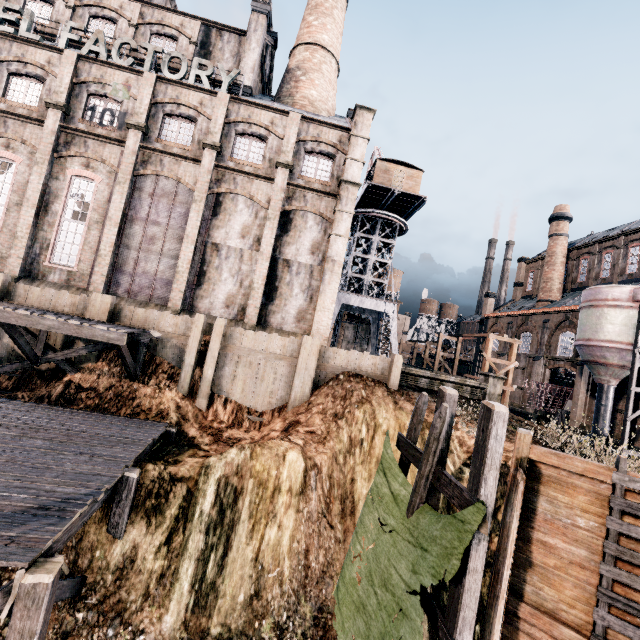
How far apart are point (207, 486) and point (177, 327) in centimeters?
812cm

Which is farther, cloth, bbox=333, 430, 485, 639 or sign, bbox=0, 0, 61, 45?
sign, bbox=0, 0, 61, 45

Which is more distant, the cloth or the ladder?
the ladder

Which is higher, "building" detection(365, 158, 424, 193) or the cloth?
"building" detection(365, 158, 424, 193)

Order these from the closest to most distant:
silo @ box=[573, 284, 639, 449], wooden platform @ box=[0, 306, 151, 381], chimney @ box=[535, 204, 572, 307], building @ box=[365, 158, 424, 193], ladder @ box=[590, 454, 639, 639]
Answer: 1. ladder @ box=[590, 454, 639, 639]
2. wooden platform @ box=[0, 306, 151, 381]
3. silo @ box=[573, 284, 639, 449]
4. building @ box=[365, 158, 424, 193]
5. chimney @ box=[535, 204, 572, 307]

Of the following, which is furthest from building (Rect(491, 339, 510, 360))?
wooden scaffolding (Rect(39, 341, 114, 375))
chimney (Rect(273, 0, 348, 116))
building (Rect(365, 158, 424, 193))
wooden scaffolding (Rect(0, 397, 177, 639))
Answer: wooden scaffolding (Rect(0, 397, 177, 639))

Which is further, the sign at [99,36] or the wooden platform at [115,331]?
the sign at [99,36]

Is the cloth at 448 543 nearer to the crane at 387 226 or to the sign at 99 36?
the crane at 387 226
